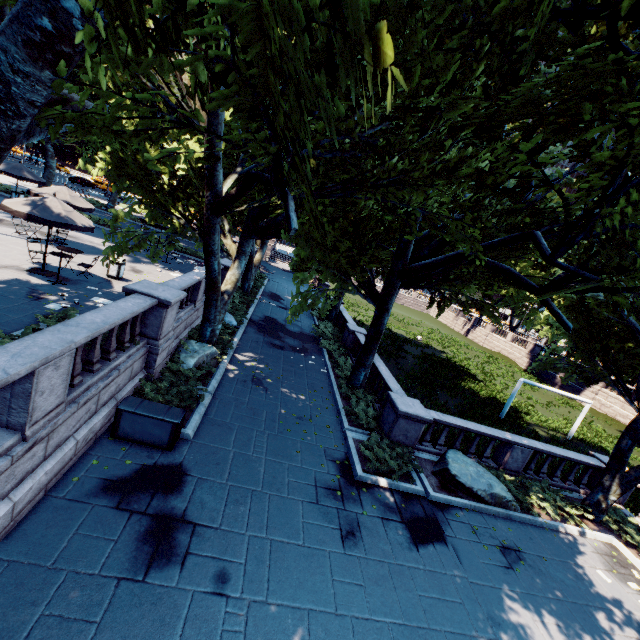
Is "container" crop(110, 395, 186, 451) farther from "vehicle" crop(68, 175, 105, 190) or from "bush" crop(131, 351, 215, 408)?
"vehicle" crop(68, 175, 105, 190)

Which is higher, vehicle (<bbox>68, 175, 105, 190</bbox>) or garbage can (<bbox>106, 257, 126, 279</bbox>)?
vehicle (<bbox>68, 175, 105, 190</bbox>)

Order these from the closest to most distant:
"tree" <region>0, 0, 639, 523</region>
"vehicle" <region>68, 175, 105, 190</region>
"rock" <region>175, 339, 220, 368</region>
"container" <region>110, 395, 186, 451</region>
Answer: "tree" <region>0, 0, 639, 523</region> < "container" <region>110, 395, 186, 451</region> < "rock" <region>175, 339, 220, 368</region> < "vehicle" <region>68, 175, 105, 190</region>

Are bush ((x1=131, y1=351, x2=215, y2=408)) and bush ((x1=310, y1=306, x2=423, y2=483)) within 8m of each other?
yes

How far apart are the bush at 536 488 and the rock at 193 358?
13.2 meters

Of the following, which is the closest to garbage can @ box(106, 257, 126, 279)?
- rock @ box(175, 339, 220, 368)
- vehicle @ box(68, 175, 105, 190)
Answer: rock @ box(175, 339, 220, 368)

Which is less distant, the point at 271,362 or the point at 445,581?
the point at 445,581

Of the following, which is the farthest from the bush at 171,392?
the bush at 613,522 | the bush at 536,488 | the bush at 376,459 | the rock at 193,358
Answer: the bush at 613,522
